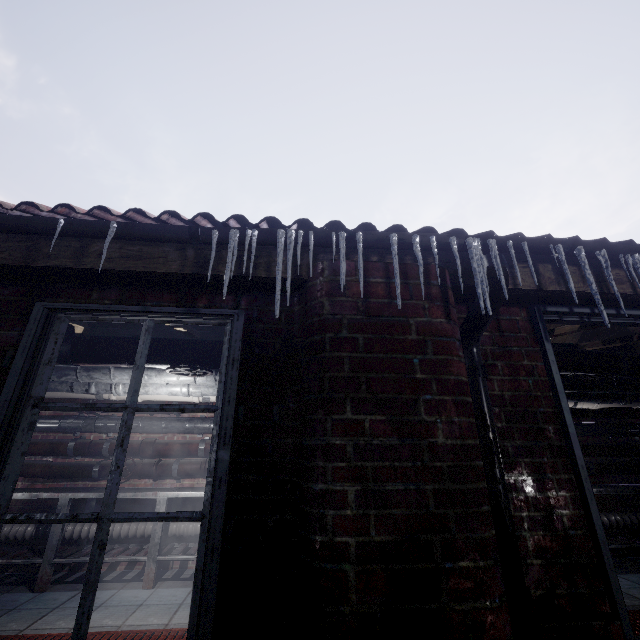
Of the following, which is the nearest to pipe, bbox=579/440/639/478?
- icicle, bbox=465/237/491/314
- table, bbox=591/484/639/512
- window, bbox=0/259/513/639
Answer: table, bbox=591/484/639/512

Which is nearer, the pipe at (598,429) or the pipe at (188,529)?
the pipe at (188,529)

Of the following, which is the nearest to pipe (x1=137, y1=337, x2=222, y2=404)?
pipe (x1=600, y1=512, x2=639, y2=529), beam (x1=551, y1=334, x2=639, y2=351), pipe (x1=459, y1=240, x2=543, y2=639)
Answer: beam (x1=551, y1=334, x2=639, y2=351)

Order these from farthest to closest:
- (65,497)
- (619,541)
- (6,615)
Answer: (619,541)
(65,497)
(6,615)

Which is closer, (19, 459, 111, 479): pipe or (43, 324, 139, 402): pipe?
(43, 324, 139, 402): pipe

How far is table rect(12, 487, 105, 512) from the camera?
3.4m

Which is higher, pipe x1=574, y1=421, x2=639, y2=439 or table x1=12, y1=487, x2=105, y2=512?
pipe x1=574, y1=421, x2=639, y2=439

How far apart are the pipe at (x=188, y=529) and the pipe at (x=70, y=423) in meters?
0.4 m
